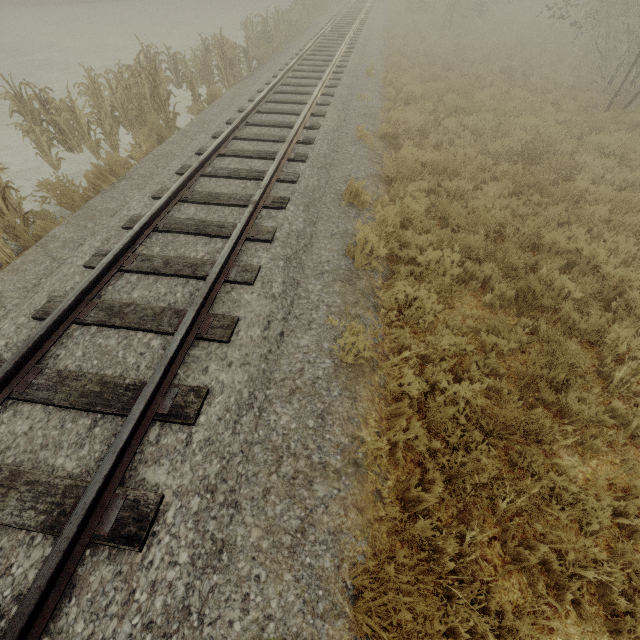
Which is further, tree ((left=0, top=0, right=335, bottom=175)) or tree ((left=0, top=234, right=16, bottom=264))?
tree ((left=0, top=0, right=335, bottom=175))

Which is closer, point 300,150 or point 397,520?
point 397,520

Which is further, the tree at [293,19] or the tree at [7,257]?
the tree at [293,19]
